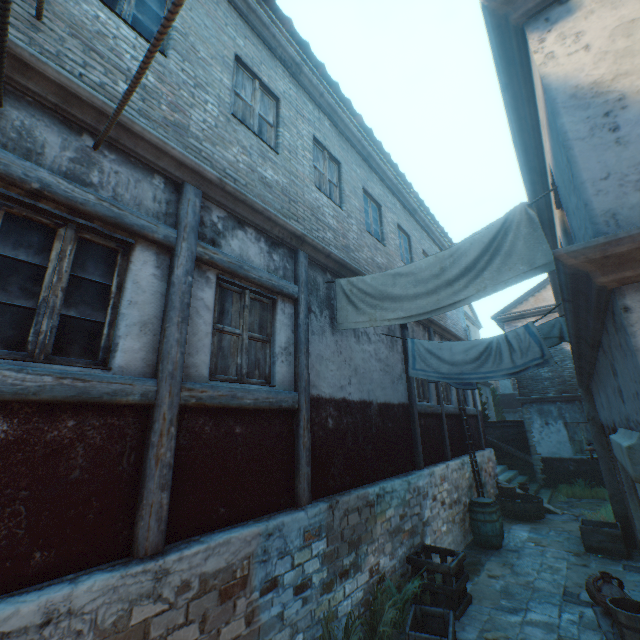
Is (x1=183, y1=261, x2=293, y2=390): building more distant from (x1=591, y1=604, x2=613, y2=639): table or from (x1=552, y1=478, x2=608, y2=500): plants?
(x1=552, y1=478, x2=608, y2=500): plants

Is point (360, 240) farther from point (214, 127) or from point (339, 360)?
point (214, 127)

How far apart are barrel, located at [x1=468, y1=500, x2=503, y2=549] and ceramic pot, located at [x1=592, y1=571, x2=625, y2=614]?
3.49m

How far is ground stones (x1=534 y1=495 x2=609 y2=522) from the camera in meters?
10.0 m

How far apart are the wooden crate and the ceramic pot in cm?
378

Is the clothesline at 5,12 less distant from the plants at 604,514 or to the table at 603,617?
the table at 603,617

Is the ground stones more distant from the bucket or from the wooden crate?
the bucket

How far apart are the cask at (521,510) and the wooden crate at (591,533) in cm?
195
